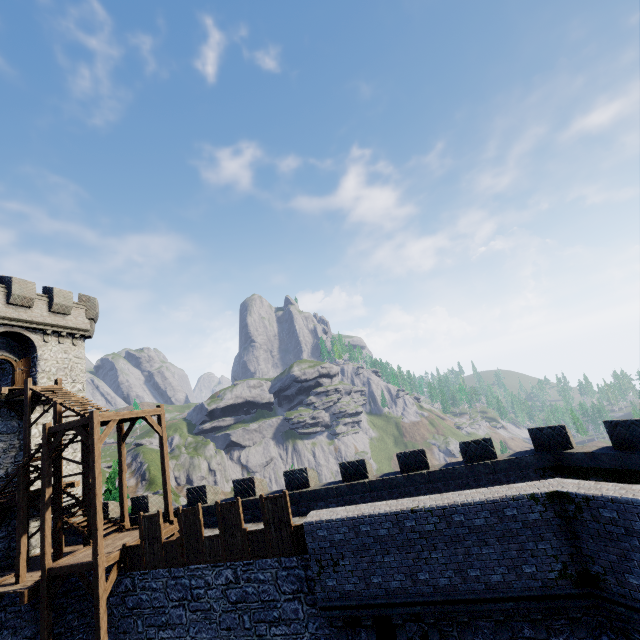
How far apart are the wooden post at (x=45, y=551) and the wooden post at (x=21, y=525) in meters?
1.9 m

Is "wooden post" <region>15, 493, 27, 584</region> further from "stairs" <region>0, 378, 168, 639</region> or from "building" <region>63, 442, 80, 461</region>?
"building" <region>63, 442, 80, 461</region>

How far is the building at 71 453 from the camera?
22.1 meters

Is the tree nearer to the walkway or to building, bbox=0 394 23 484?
building, bbox=0 394 23 484

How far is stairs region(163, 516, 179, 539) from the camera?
15.52m

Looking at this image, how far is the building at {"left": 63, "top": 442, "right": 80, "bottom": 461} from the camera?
22.10m

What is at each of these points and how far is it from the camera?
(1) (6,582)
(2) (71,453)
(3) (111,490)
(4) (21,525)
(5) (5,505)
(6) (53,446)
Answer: (1) walkway, 15.0m
(2) building, 22.4m
(3) tree, 30.1m
(4) wooden post, 15.0m
(5) wooden platform, 17.3m
(6) stairs, 14.8m

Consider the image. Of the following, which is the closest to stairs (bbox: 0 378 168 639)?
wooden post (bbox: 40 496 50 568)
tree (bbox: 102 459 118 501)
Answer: wooden post (bbox: 40 496 50 568)
